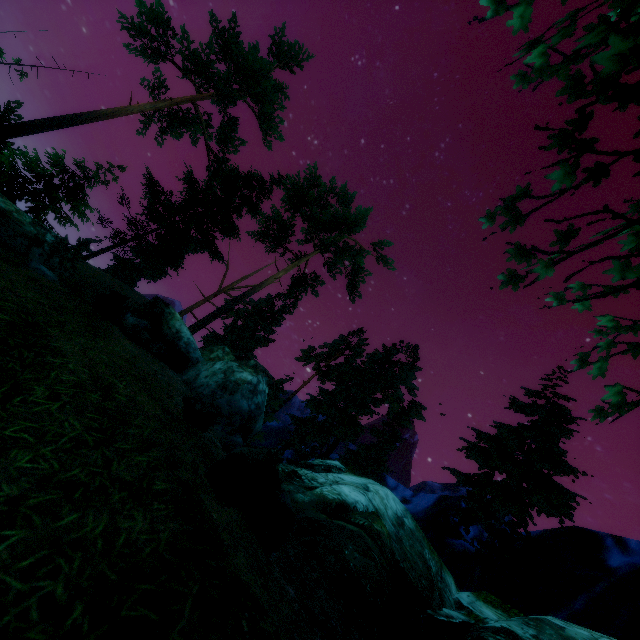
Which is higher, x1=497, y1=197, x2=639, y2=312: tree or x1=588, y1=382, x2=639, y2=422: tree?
x1=497, y1=197, x2=639, y2=312: tree

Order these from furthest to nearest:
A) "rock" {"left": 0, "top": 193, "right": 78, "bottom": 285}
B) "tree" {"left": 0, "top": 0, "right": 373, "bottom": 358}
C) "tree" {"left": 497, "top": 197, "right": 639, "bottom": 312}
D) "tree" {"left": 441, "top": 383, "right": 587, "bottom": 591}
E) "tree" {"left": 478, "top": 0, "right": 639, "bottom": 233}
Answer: "tree" {"left": 0, "top": 0, "right": 373, "bottom": 358} < "tree" {"left": 441, "top": 383, "right": 587, "bottom": 591} < "rock" {"left": 0, "top": 193, "right": 78, "bottom": 285} < "tree" {"left": 497, "top": 197, "right": 639, "bottom": 312} < "tree" {"left": 478, "top": 0, "right": 639, "bottom": 233}

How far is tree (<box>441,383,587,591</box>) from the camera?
14.39m

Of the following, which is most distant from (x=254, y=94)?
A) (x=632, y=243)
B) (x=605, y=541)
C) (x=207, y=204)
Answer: (x=605, y=541)

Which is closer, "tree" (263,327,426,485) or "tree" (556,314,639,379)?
"tree" (556,314,639,379)

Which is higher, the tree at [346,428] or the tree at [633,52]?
the tree at [346,428]
